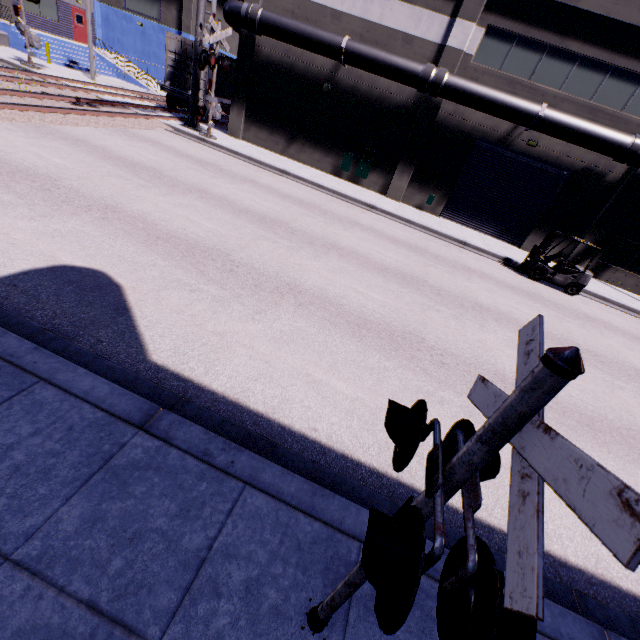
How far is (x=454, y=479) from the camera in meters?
1.4

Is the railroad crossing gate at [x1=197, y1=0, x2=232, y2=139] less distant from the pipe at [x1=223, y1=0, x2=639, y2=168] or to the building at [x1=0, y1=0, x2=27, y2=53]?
the pipe at [x1=223, y1=0, x2=639, y2=168]

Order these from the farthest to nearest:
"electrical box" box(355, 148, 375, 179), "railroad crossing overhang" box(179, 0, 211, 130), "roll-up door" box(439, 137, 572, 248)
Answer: "electrical box" box(355, 148, 375, 179) < "roll-up door" box(439, 137, 572, 248) < "railroad crossing overhang" box(179, 0, 211, 130)

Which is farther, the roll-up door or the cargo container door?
the cargo container door

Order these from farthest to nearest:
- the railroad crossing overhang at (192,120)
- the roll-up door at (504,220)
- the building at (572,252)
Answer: the building at (572,252) < the roll-up door at (504,220) < the railroad crossing overhang at (192,120)

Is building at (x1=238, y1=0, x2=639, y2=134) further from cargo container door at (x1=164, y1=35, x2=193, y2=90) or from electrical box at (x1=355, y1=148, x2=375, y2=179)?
cargo container door at (x1=164, y1=35, x2=193, y2=90)

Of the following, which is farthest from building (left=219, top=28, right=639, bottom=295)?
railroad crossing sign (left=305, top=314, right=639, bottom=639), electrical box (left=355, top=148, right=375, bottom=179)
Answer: railroad crossing sign (left=305, top=314, right=639, bottom=639)

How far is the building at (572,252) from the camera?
17.8 meters
